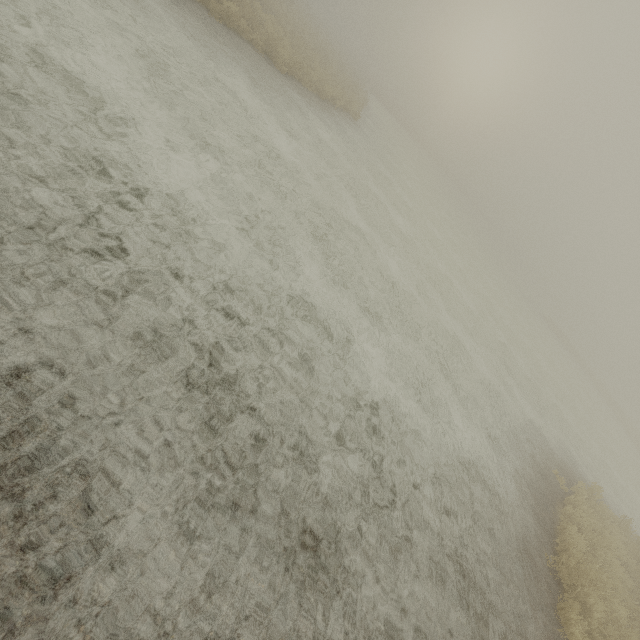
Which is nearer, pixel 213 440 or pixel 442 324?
pixel 213 440
